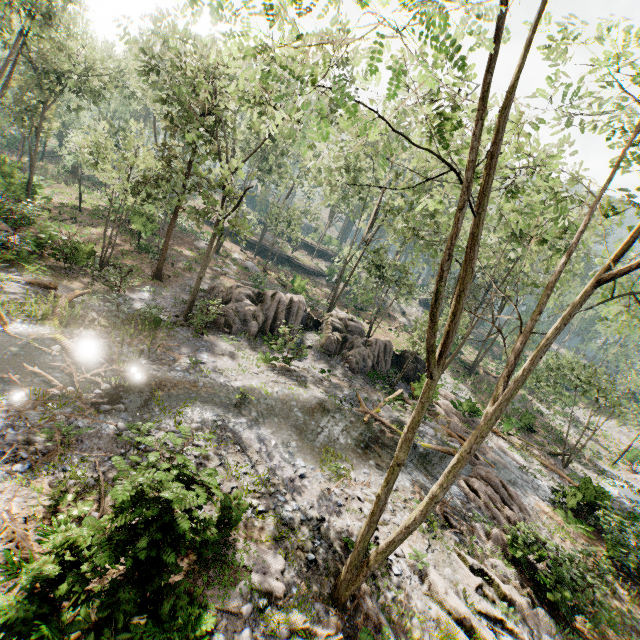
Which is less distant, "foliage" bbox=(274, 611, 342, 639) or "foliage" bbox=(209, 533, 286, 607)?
"foliage" bbox=(274, 611, 342, 639)

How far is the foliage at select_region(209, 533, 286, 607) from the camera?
7.8 meters

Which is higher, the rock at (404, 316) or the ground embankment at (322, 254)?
the ground embankment at (322, 254)

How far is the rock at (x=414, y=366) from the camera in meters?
22.0 m

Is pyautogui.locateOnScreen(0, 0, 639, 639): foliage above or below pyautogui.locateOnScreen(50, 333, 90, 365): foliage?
above

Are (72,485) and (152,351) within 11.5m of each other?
yes

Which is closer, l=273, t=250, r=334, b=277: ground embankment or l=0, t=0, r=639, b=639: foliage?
l=0, t=0, r=639, b=639: foliage

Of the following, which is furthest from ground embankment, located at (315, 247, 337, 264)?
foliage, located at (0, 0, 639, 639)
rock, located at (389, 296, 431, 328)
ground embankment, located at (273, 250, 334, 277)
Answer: ground embankment, located at (273, 250, 334, 277)
